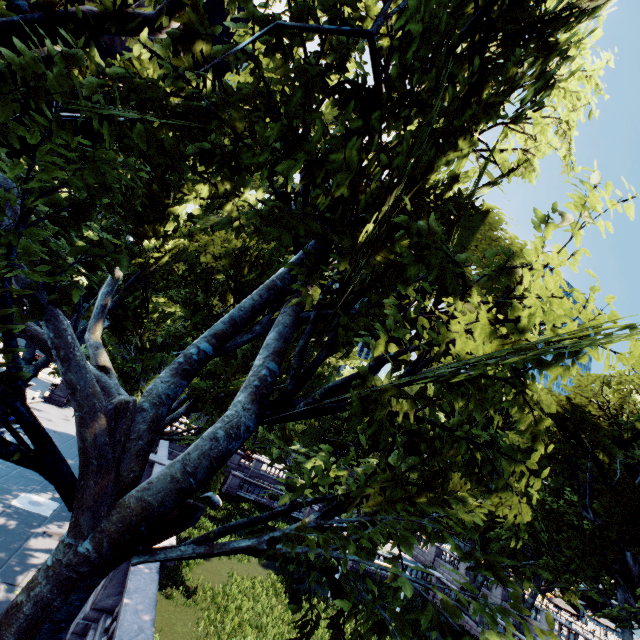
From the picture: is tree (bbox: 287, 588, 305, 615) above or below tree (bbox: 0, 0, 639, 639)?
below

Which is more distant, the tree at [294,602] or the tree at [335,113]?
the tree at [294,602]

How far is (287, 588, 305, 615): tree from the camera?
4.5m

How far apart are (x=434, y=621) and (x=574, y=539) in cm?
2773

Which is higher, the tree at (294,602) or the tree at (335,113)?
the tree at (335,113)

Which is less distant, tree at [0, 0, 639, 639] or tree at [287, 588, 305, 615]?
tree at [0, 0, 639, 639]
